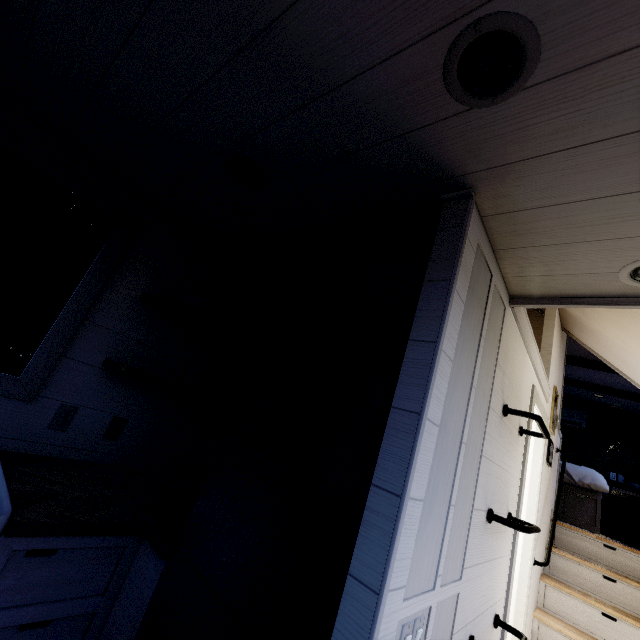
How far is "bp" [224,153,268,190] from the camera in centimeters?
139cm

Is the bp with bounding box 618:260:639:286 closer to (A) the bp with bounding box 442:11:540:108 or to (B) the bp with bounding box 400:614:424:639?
(A) the bp with bounding box 442:11:540:108

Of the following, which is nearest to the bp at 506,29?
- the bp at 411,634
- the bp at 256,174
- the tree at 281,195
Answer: the tree at 281,195

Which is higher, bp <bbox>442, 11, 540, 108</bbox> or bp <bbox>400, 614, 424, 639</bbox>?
bp <bbox>442, 11, 540, 108</bbox>

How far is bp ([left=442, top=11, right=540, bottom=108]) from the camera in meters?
0.7

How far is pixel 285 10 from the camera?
0.8 meters

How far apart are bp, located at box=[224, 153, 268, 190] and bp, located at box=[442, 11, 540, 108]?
0.84m

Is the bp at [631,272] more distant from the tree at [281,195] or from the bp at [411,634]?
the bp at [411,634]
